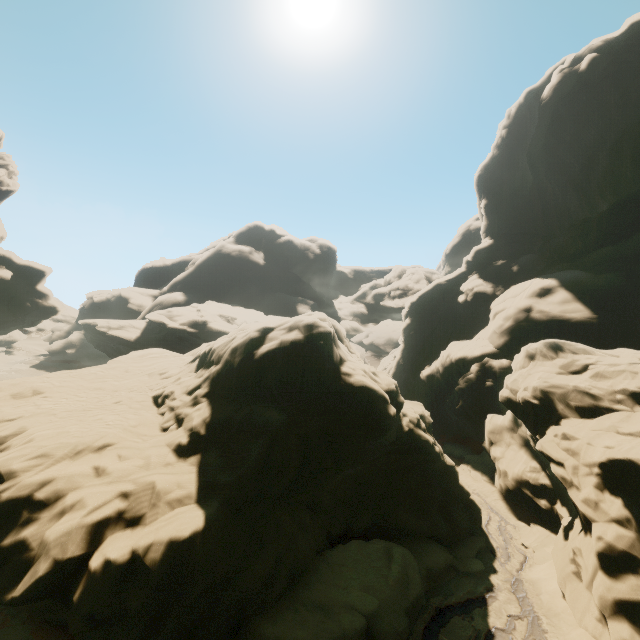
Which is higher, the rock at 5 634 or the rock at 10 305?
the rock at 10 305

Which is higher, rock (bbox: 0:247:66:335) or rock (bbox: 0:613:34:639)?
rock (bbox: 0:247:66:335)

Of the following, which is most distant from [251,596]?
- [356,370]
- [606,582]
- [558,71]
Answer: [558,71]

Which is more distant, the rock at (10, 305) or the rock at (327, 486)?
the rock at (10, 305)

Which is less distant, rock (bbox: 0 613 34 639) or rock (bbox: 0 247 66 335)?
rock (bbox: 0 613 34 639)
